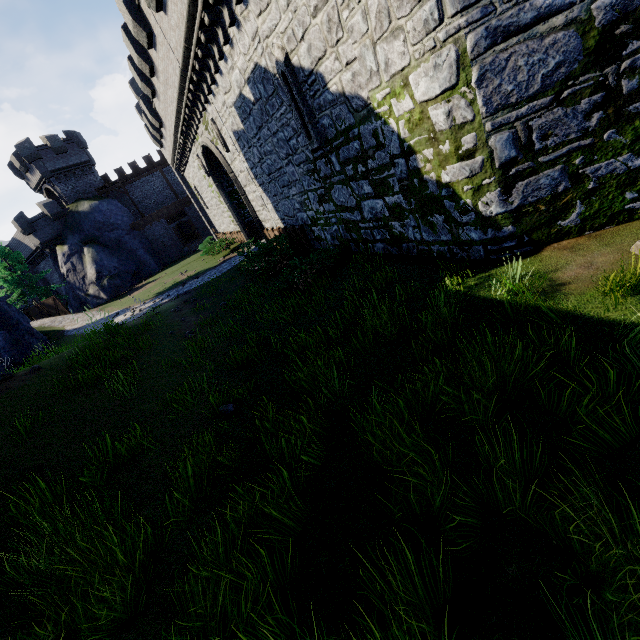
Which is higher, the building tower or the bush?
the building tower

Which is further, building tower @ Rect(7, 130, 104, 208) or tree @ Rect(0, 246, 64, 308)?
building tower @ Rect(7, 130, 104, 208)

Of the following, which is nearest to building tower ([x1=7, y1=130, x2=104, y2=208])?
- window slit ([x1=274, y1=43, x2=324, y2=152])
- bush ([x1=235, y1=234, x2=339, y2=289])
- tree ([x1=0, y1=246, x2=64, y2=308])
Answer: tree ([x1=0, y1=246, x2=64, y2=308])

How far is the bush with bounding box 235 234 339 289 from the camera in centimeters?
979cm

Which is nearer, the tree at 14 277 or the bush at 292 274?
the bush at 292 274

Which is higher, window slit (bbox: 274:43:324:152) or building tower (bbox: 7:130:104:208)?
building tower (bbox: 7:130:104:208)

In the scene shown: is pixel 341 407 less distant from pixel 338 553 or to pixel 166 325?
pixel 338 553

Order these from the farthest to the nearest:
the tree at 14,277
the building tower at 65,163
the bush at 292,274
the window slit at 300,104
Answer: the building tower at 65,163
the tree at 14,277
the bush at 292,274
the window slit at 300,104
